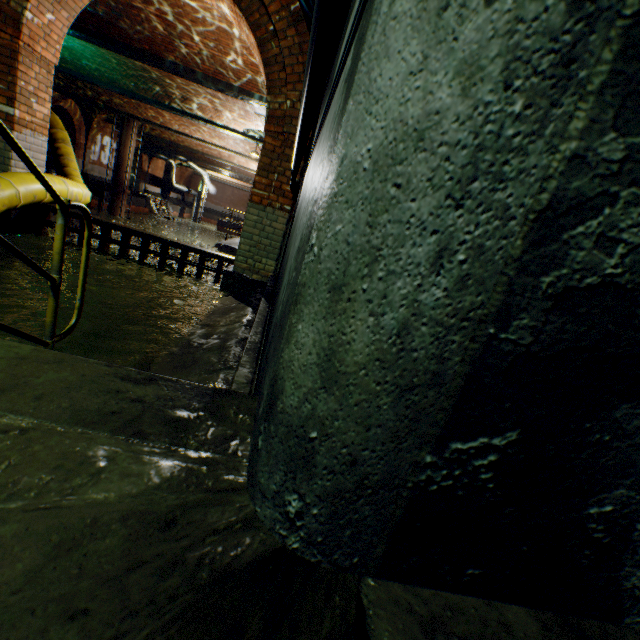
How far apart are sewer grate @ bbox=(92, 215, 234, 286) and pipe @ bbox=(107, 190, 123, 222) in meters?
18.0 m

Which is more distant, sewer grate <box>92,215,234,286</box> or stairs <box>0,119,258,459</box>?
sewer grate <box>92,215,234,286</box>

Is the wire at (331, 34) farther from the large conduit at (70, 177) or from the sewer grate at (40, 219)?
the large conduit at (70, 177)

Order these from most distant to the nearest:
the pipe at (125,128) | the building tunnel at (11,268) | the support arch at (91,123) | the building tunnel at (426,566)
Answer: the pipe at (125,128)
the support arch at (91,123)
the building tunnel at (11,268)
the building tunnel at (426,566)

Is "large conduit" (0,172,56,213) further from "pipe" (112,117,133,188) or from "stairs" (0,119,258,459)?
"pipe" (112,117,133,188)

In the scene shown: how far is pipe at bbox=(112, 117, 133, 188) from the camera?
19.0m

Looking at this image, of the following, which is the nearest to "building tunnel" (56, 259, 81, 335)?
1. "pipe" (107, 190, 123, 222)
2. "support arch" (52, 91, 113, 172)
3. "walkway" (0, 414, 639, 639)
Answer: "walkway" (0, 414, 639, 639)

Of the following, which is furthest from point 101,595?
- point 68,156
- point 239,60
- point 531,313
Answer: point 239,60
